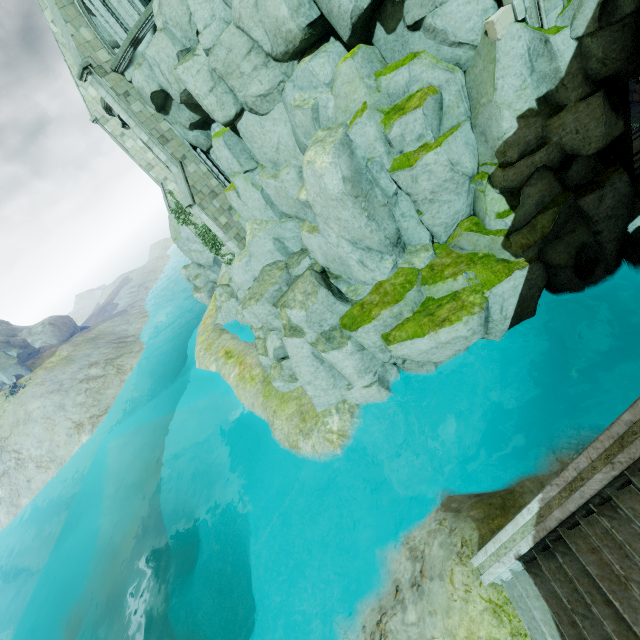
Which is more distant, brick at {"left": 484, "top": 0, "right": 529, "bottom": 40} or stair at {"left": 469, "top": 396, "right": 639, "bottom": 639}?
brick at {"left": 484, "top": 0, "right": 529, "bottom": 40}

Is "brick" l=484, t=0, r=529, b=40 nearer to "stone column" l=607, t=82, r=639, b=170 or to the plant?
"stone column" l=607, t=82, r=639, b=170

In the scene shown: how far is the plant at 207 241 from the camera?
23.1 meters

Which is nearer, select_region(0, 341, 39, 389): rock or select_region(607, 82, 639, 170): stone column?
select_region(607, 82, 639, 170): stone column

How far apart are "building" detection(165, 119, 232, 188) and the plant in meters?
5.7

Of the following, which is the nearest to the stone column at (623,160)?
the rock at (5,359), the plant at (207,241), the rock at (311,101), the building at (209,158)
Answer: the rock at (311,101)

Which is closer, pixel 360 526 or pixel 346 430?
pixel 360 526

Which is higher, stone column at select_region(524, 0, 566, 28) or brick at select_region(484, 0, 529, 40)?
brick at select_region(484, 0, 529, 40)
